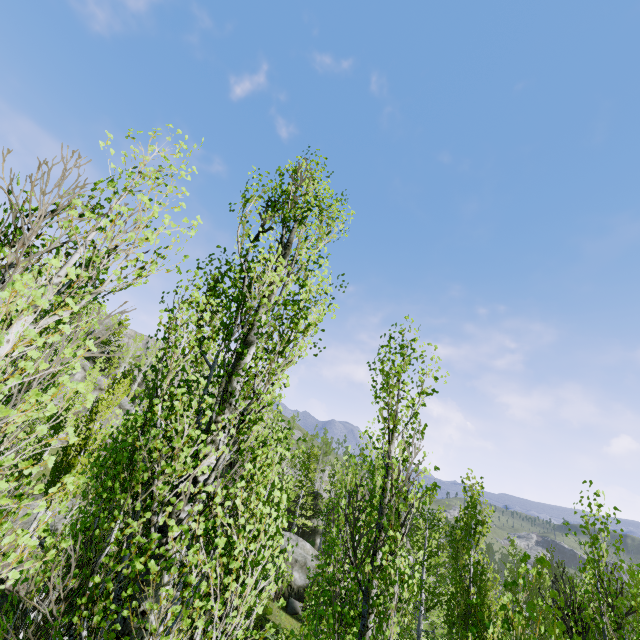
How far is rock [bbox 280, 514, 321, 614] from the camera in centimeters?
2597cm

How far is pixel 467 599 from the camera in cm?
1459

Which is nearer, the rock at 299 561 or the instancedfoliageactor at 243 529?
the instancedfoliageactor at 243 529

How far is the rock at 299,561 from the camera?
26.0 meters

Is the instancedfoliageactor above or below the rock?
above

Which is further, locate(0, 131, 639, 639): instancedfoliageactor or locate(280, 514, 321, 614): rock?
locate(280, 514, 321, 614): rock
